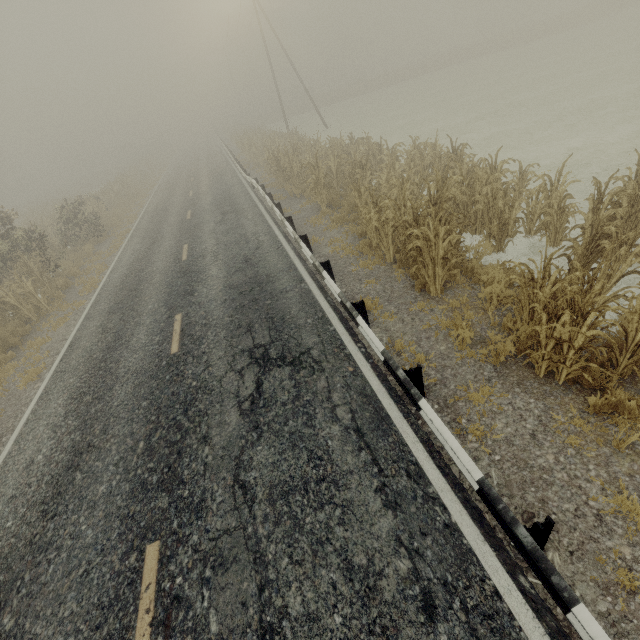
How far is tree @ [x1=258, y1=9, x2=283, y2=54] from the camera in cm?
5818

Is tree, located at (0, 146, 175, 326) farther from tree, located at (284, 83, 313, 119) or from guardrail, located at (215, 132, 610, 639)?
guardrail, located at (215, 132, 610, 639)

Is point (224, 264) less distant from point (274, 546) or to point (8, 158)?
point (274, 546)

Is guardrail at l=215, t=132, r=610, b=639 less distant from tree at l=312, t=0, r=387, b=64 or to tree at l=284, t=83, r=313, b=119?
tree at l=284, t=83, r=313, b=119

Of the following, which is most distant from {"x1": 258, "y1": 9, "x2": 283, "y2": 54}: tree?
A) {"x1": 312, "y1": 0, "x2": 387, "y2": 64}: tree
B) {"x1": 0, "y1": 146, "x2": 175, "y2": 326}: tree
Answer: {"x1": 312, "y1": 0, "x2": 387, "y2": 64}: tree

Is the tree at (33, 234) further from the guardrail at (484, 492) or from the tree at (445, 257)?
the guardrail at (484, 492)

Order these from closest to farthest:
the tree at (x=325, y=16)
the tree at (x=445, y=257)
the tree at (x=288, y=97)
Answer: the tree at (x=445, y=257)
the tree at (x=288, y=97)
the tree at (x=325, y=16)
